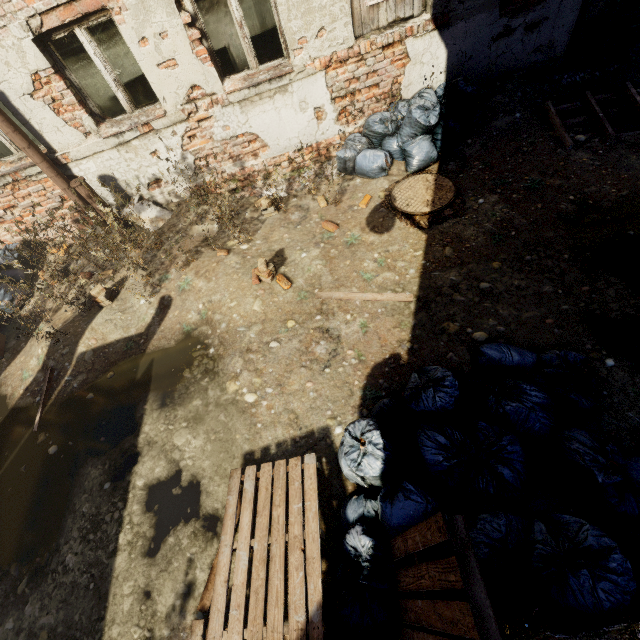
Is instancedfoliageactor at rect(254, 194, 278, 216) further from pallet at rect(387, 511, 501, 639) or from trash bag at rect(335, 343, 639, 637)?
pallet at rect(387, 511, 501, 639)

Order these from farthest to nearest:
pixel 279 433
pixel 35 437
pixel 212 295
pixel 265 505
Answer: pixel 212 295 < pixel 35 437 < pixel 279 433 < pixel 265 505

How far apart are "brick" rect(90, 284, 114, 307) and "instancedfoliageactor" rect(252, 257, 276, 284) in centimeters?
222cm

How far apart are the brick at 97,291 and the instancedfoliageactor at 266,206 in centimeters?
257cm

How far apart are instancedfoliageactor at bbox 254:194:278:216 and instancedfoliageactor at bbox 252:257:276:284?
1.26m

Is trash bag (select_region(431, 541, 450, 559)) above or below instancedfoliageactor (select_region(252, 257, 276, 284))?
above

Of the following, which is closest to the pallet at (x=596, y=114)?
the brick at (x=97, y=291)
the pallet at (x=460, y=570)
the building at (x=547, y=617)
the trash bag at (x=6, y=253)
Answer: the building at (x=547, y=617)

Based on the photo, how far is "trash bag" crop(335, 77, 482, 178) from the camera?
4.63m
